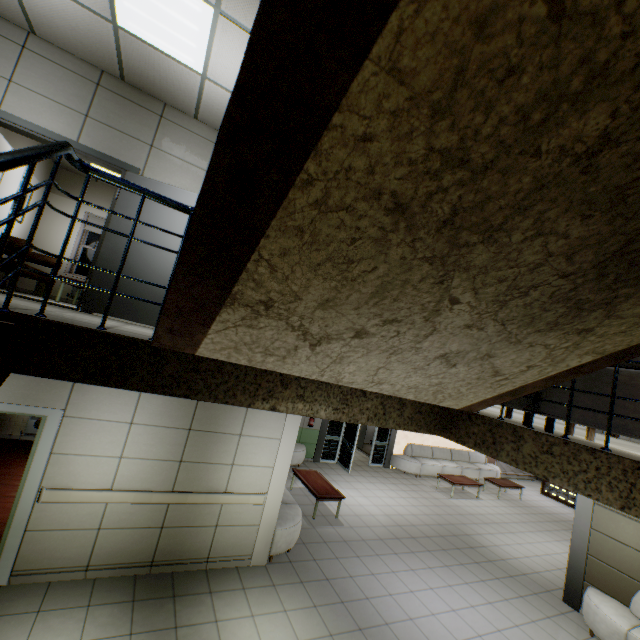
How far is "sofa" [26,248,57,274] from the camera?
7.3 meters

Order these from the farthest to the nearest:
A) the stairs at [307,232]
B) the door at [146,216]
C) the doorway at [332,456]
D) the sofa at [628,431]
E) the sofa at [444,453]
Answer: the sofa at [444,453] → the doorway at [332,456] → the door at [146,216] → the sofa at [628,431] → the stairs at [307,232]

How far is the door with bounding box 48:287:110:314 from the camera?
4.3 meters

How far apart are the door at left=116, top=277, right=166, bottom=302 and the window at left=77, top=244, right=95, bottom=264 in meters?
4.9

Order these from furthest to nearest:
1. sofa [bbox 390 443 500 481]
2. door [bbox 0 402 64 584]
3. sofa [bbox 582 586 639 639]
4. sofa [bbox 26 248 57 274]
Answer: sofa [bbox 390 443 500 481] < sofa [bbox 26 248 57 274] < sofa [bbox 582 586 639 639] < door [bbox 0 402 64 584]

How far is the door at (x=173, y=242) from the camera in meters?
4.5 m

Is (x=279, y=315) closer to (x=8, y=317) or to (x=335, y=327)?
(x=335, y=327)
